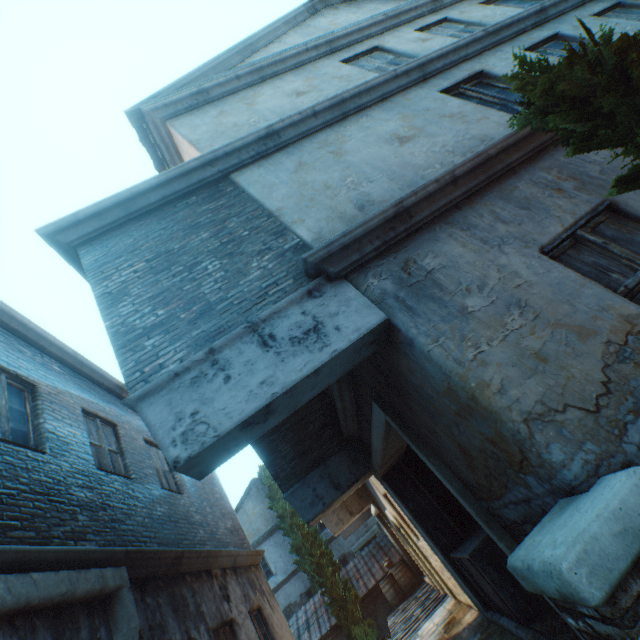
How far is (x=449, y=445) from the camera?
3.0m

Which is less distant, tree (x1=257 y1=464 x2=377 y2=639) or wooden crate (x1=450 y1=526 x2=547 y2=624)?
wooden crate (x1=450 y1=526 x2=547 y2=624)

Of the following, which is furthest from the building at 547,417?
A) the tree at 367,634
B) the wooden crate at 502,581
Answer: the tree at 367,634

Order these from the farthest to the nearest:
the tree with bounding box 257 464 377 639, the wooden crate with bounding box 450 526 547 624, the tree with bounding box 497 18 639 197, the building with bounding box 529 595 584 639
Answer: the tree with bounding box 257 464 377 639 < the wooden crate with bounding box 450 526 547 624 < the building with bounding box 529 595 584 639 < the tree with bounding box 497 18 639 197

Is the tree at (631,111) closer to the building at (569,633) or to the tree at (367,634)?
the building at (569,633)

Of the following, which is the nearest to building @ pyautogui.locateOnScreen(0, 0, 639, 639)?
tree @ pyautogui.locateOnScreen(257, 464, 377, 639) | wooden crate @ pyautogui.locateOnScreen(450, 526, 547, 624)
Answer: wooden crate @ pyautogui.locateOnScreen(450, 526, 547, 624)

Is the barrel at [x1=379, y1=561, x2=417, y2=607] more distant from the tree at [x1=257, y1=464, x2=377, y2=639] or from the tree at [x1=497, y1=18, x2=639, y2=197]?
the tree at [x1=497, y1=18, x2=639, y2=197]

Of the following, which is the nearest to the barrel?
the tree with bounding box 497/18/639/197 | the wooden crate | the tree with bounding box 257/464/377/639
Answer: the tree with bounding box 257/464/377/639
